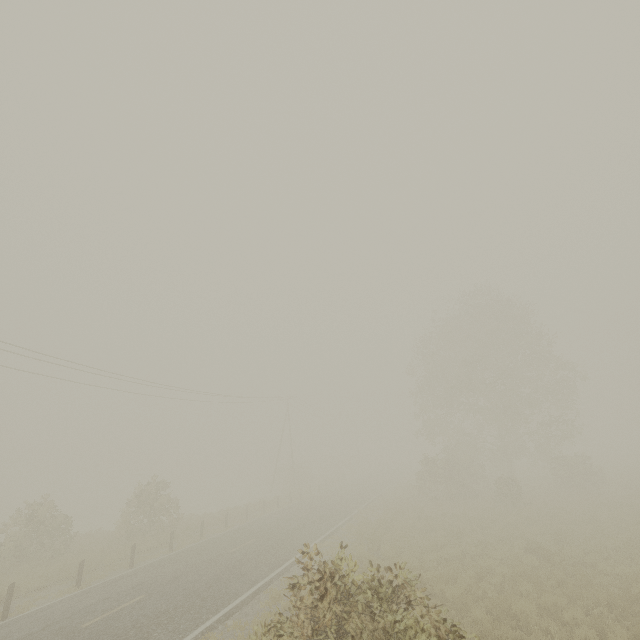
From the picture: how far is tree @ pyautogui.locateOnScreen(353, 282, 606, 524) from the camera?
26.4m

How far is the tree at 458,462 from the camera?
26.4m

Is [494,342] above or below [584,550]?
above
